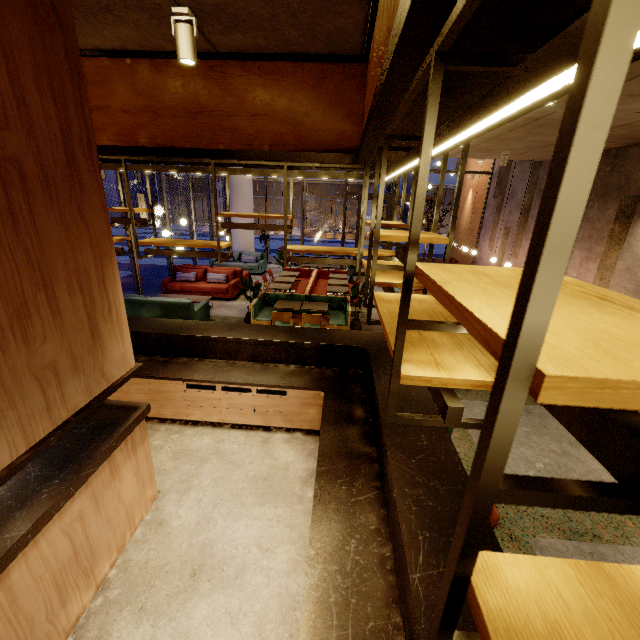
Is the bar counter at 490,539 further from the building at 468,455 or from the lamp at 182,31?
the lamp at 182,31

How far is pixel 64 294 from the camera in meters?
2.2

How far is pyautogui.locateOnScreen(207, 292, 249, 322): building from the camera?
8.9 meters

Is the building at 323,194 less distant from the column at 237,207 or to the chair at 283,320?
the column at 237,207

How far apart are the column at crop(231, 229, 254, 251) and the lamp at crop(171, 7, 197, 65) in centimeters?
1251cm

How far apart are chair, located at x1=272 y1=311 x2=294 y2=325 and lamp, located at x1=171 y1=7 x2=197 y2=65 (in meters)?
4.79

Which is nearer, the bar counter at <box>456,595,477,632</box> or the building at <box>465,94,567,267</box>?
the bar counter at <box>456,595,477,632</box>

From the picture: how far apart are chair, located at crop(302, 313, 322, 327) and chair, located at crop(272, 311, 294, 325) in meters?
0.2 m
